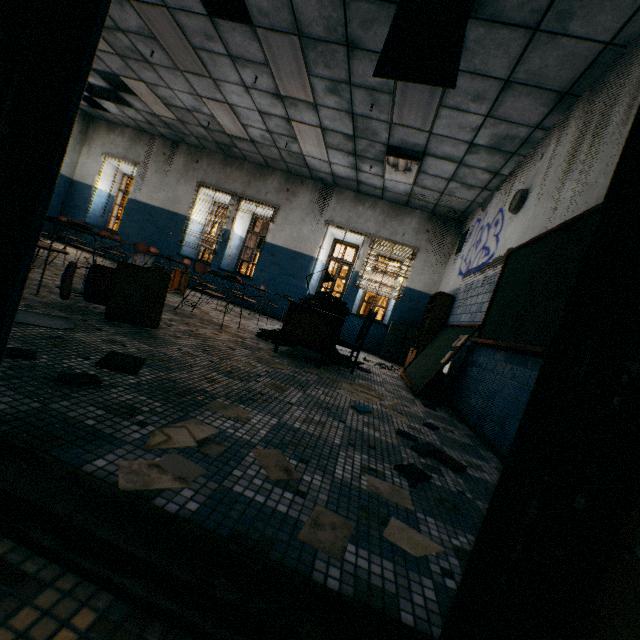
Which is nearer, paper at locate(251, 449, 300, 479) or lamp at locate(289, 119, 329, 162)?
paper at locate(251, 449, 300, 479)

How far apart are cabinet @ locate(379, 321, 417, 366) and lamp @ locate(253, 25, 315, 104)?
4.94m

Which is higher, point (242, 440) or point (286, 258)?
point (286, 258)

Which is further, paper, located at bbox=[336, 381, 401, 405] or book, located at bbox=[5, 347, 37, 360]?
paper, located at bbox=[336, 381, 401, 405]

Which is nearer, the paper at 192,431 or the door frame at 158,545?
the door frame at 158,545

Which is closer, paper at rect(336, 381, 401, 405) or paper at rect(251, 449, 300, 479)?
paper at rect(251, 449, 300, 479)

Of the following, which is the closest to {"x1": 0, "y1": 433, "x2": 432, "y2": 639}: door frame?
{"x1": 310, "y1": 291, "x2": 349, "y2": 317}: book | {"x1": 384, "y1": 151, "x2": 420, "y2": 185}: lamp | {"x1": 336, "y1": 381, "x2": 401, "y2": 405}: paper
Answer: {"x1": 336, "y1": 381, "x2": 401, "y2": 405}: paper

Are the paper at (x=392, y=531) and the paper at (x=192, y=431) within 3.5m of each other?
yes
